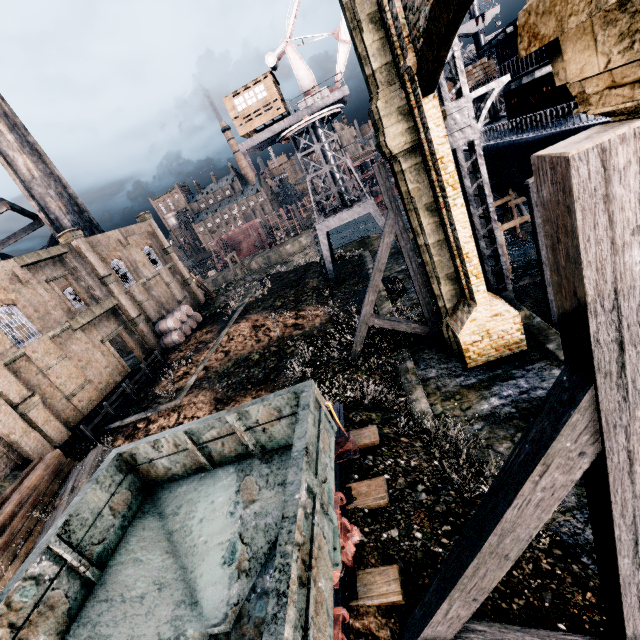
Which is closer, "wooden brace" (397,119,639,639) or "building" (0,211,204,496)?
"wooden brace" (397,119,639,639)

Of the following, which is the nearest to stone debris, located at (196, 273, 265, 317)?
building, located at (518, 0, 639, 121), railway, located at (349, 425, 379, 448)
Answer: building, located at (518, 0, 639, 121)

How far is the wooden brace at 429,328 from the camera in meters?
13.5

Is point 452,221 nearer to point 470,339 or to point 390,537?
point 470,339

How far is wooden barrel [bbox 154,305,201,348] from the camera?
32.4m

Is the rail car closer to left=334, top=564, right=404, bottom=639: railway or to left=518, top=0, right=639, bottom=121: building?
left=334, top=564, right=404, bottom=639: railway

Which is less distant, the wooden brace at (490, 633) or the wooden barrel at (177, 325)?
the wooden brace at (490, 633)

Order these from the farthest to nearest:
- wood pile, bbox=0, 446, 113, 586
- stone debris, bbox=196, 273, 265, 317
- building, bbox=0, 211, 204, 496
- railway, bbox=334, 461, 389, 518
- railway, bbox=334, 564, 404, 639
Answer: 1. stone debris, bbox=196, 273, 265, 317
2. building, bbox=0, 211, 204, 496
3. wood pile, bbox=0, 446, 113, 586
4. railway, bbox=334, 461, 389, 518
5. railway, bbox=334, 564, 404, 639
